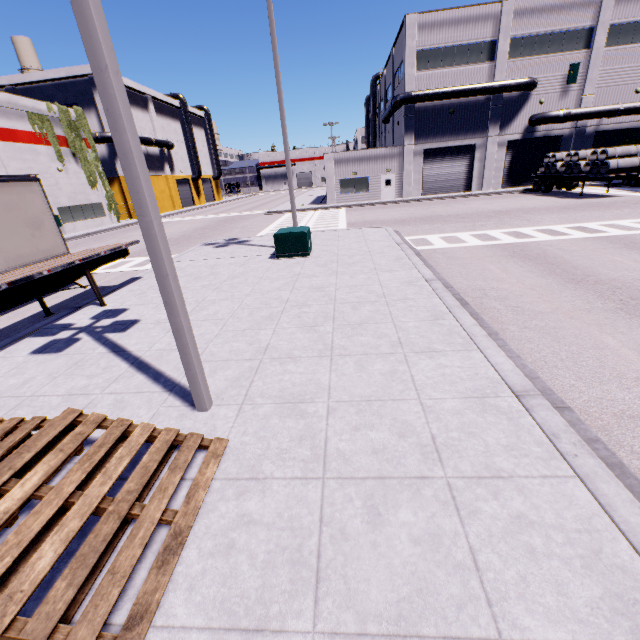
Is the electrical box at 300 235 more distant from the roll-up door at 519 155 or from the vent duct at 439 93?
the vent duct at 439 93

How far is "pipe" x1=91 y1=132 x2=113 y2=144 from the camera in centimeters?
3588cm

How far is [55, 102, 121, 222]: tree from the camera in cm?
3028

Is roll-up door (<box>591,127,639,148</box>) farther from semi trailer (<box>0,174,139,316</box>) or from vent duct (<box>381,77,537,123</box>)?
vent duct (<box>381,77,537,123</box>)

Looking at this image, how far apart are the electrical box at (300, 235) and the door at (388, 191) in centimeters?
2336cm

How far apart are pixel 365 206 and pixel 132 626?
32.99m

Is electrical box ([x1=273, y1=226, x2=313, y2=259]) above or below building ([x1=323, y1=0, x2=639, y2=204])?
below

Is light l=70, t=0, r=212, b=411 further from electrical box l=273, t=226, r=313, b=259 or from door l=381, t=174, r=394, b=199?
door l=381, t=174, r=394, b=199
